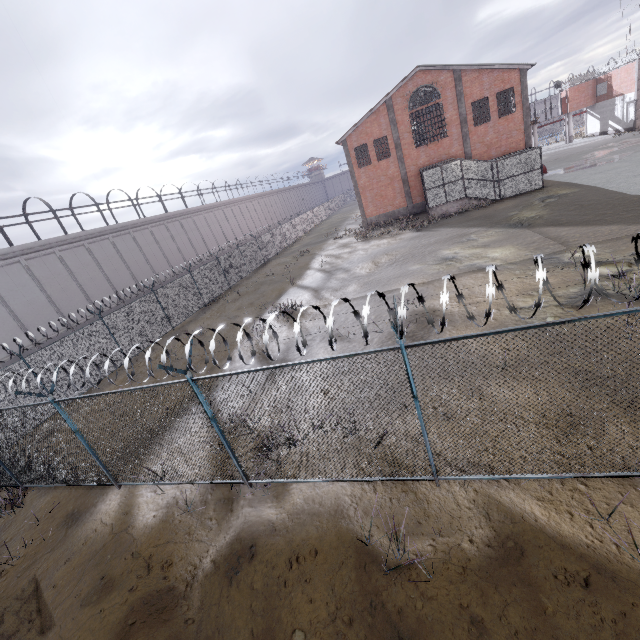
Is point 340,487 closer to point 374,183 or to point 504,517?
point 504,517
